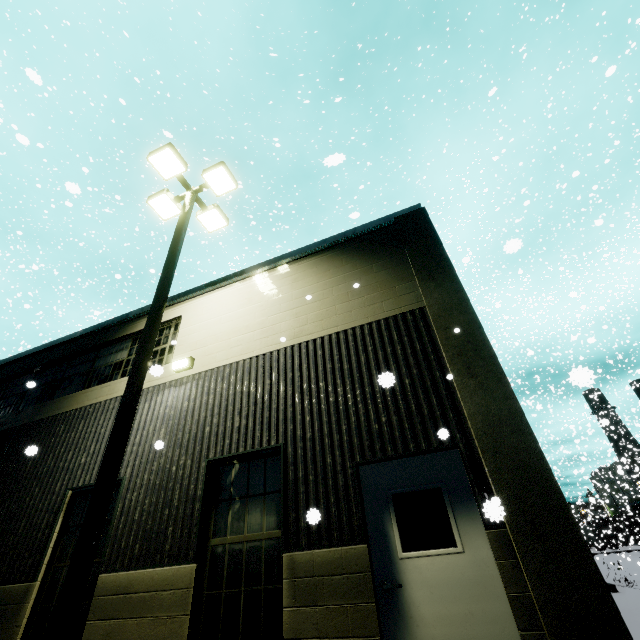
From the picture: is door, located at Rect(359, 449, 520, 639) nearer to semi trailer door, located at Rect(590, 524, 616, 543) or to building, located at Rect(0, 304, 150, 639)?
building, located at Rect(0, 304, 150, 639)

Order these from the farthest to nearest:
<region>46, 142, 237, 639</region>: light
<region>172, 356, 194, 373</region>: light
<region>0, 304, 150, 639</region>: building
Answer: <region>172, 356, 194, 373</region>: light < <region>0, 304, 150, 639</region>: building < <region>46, 142, 237, 639</region>: light

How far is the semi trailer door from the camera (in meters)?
35.96

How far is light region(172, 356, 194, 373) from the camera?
7.31m

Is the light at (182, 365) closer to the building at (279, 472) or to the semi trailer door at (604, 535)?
the building at (279, 472)

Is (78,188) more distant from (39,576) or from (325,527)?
(39,576)

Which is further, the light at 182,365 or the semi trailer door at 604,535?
the semi trailer door at 604,535

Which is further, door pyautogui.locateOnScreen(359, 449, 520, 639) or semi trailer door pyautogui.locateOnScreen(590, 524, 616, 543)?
semi trailer door pyautogui.locateOnScreen(590, 524, 616, 543)
